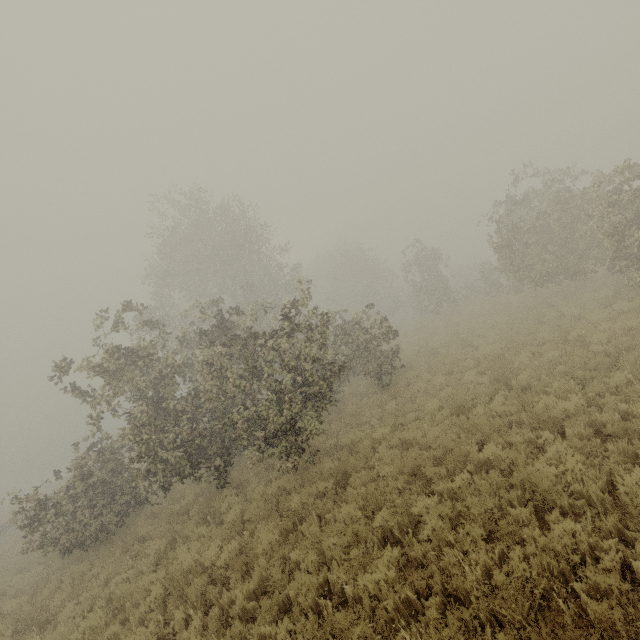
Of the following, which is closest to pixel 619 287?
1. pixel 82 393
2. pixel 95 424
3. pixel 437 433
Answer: pixel 437 433

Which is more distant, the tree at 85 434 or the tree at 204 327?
the tree at 204 327

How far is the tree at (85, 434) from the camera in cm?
911

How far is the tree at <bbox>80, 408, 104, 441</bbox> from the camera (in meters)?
9.11

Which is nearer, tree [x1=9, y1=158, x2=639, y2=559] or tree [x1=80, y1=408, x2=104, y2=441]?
tree [x1=80, y1=408, x2=104, y2=441]
